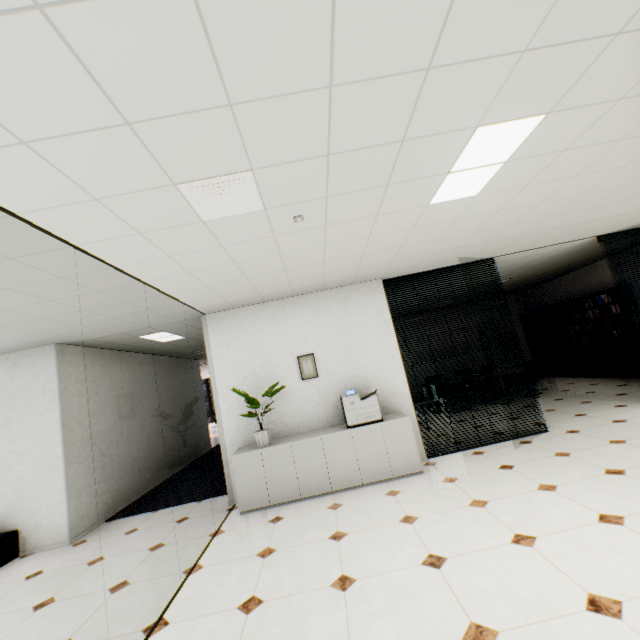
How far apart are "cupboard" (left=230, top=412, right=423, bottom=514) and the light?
2.9m

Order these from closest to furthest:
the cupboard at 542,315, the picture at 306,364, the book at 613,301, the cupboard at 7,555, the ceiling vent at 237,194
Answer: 1. the ceiling vent at 237,194
2. the cupboard at 7,555
3. the picture at 306,364
4. the book at 613,301
5. the cupboard at 542,315

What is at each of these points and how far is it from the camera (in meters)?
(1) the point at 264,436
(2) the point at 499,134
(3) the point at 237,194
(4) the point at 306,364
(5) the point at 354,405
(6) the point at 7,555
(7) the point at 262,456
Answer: (1) plant, 4.61
(2) light, 2.24
(3) ceiling vent, 2.28
(4) picture, 5.21
(5) printer, 4.65
(6) cupboard, 4.47
(7) cupboard, 4.50

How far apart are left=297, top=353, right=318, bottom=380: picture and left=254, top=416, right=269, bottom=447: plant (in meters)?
0.65

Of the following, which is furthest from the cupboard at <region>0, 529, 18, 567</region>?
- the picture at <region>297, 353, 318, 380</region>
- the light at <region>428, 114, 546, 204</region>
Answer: the light at <region>428, 114, 546, 204</region>

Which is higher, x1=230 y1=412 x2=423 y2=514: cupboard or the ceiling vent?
the ceiling vent

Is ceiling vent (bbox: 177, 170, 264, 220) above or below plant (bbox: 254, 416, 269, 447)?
above

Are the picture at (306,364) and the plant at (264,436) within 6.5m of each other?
yes
